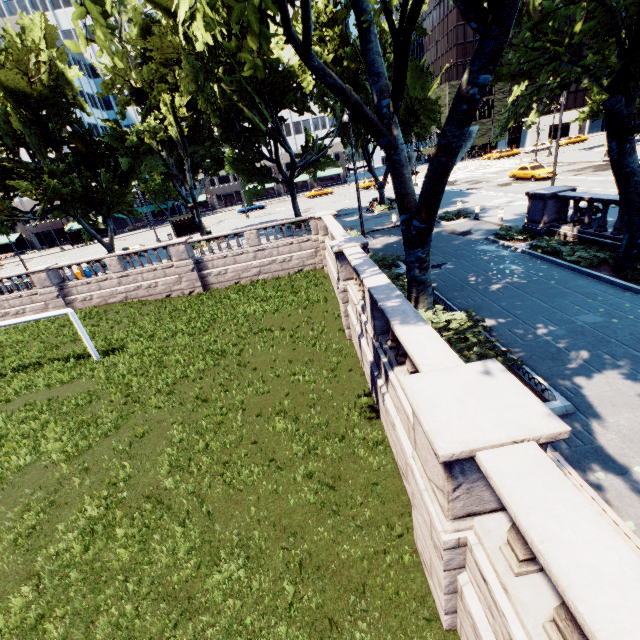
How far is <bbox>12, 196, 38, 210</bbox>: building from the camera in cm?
5828

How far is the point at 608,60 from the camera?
40.1 meters

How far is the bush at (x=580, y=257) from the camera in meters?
11.9 m

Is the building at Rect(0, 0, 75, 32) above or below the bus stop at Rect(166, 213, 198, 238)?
above

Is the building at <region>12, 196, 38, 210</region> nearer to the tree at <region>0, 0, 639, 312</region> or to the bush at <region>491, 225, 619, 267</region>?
the tree at <region>0, 0, 639, 312</region>

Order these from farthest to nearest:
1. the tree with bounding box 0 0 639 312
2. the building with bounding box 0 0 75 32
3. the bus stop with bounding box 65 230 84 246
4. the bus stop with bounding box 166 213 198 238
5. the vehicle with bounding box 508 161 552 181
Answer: the bus stop with bounding box 65 230 84 246, the building with bounding box 0 0 75 32, the bus stop with bounding box 166 213 198 238, the vehicle with bounding box 508 161 552 181, the tree with bounding box 0 0 639 312

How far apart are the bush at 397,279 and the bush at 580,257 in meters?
5.3 m
